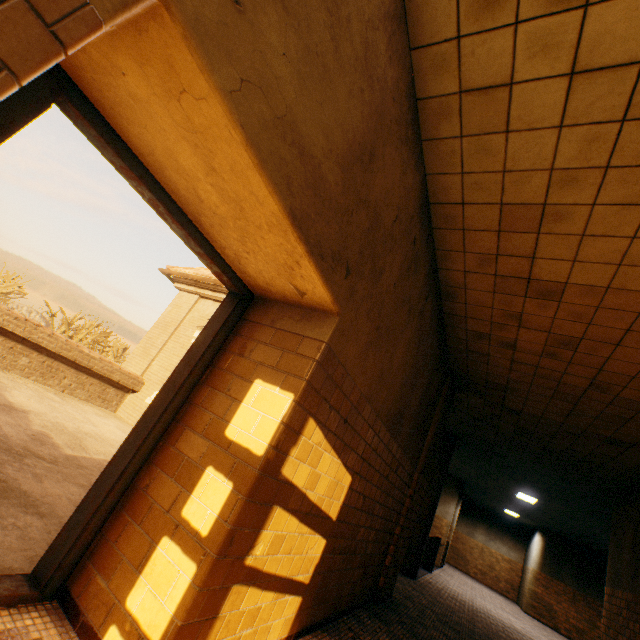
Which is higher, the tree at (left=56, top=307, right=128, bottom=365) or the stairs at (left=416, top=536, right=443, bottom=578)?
the tree at (left=56, top=307, right=128, bottom=365)

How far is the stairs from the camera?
11.0m

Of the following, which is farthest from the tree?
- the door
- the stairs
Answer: the door

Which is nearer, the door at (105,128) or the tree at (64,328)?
the door at (105,128)

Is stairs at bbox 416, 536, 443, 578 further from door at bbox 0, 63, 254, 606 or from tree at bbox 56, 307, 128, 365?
door at bbox 0, 63, 254, 606

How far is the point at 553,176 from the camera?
2.6m

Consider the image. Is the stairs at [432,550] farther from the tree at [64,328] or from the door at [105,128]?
the door at [105,128]

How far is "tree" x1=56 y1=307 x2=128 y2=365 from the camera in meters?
33.7 m
